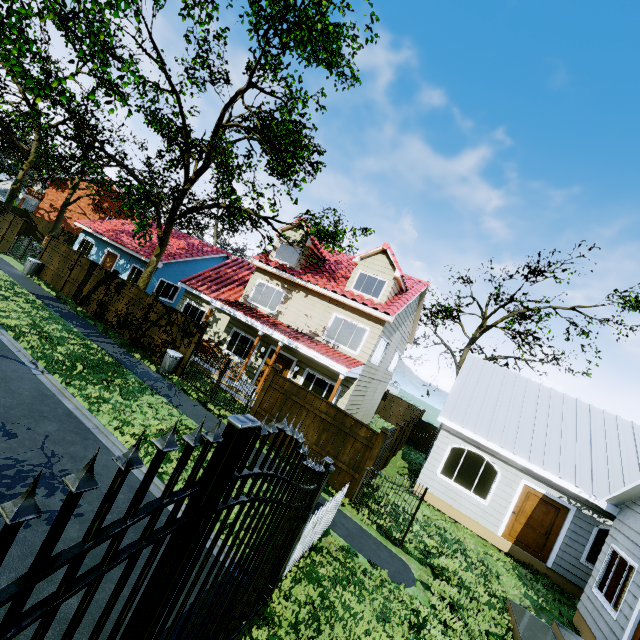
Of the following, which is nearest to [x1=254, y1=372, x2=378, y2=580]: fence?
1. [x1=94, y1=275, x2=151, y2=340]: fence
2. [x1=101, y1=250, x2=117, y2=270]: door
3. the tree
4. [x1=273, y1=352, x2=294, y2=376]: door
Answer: the tree

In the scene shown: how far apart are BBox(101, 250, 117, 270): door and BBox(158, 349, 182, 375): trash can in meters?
14.5

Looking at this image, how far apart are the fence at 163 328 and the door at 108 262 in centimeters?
1200cm

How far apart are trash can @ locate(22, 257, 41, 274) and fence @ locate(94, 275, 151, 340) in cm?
587

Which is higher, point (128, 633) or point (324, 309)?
point (324, 309)

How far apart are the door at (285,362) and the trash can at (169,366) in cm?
425

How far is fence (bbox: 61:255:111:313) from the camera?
16.3 meters

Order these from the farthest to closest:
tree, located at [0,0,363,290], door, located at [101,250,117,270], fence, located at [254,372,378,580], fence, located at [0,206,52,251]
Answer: door, located at [101,250,117,270] → fence, located at [0,206,52,251] → tree, located at [0,0,363,290] → fence, located at [254,372,378,580]
